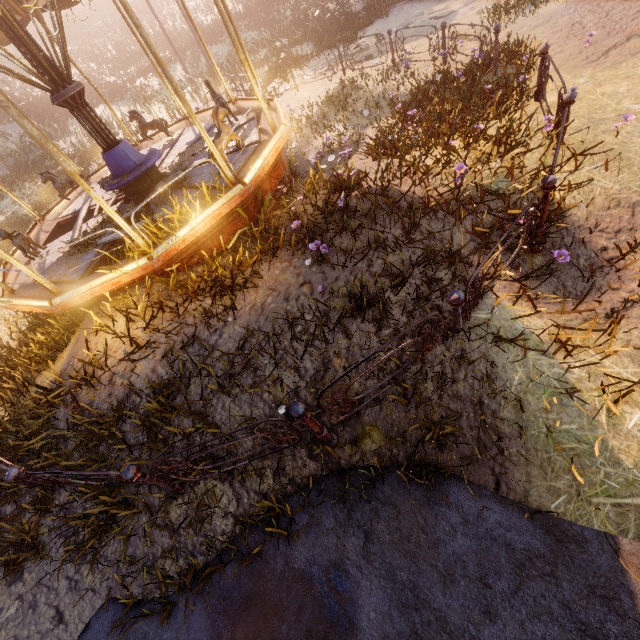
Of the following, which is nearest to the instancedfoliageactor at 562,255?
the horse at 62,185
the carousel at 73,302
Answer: the carousel at 73,302

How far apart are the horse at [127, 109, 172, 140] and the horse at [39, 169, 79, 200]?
2.08m

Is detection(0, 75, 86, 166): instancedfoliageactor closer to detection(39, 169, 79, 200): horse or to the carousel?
the carousel

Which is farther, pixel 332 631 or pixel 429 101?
pixel 429 101

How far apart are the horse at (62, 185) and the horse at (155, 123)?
2.08m

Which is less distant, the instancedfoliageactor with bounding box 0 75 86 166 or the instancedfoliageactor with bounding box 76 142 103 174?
the instancedfoliageactor with bounding box 76 142 103 174

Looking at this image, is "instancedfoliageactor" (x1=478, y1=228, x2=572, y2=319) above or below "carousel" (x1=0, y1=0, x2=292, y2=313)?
below

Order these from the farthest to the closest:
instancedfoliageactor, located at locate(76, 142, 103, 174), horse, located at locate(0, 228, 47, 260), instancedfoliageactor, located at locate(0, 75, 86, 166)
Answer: instancedfoliageactor, located at locate(0, 75, 86, 166), instancedfoliageactor, located at locate(76, 142, 103, 174), horse, located at locate(0, 228, 47, 260)
